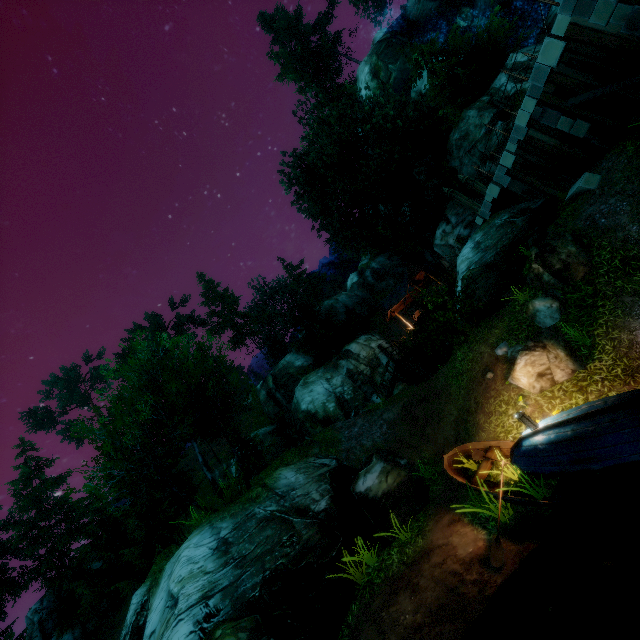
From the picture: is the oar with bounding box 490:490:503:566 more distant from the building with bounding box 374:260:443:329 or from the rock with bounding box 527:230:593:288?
the building with bounding box 374:260:443:329

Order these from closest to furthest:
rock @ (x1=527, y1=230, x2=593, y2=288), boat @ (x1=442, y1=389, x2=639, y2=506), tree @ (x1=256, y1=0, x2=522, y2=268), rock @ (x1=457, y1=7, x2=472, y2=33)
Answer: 1. boat @ (x1=442, y1=389, x2=639, y2=506)
2. rock @ (x1=527, y1=230, x2=593, y2=288)
3. tree @ (x1=256, y1=0, x2=522, y2=268)
4. rock @ (x1=457, y1=7, x2=472, y2=33)

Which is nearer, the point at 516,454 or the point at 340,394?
the point at 516,454

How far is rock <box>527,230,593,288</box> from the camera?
9.91m

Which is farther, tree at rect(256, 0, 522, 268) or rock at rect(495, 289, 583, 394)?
tree at rect(256, 0, 522, 268)

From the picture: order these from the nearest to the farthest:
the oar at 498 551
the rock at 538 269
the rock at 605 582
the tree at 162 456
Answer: the rock at 605 582 < the oar at 498 551 < the rock at 538 269 < the tree at 162 456

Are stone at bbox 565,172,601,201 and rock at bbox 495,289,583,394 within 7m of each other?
yes

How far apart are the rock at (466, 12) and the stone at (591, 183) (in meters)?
29.74
